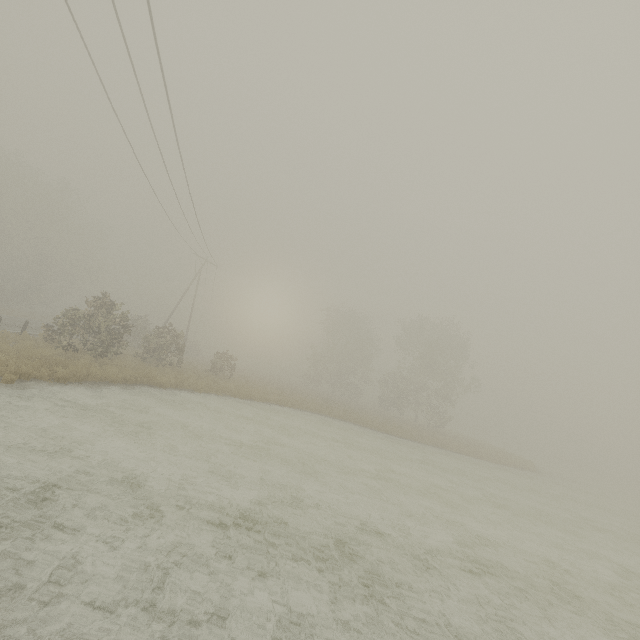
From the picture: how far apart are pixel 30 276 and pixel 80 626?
52.7m
